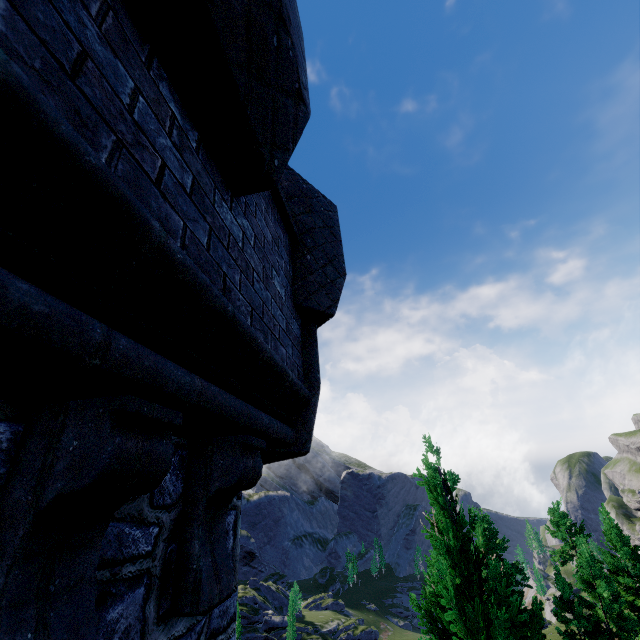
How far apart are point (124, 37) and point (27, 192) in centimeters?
81cm
